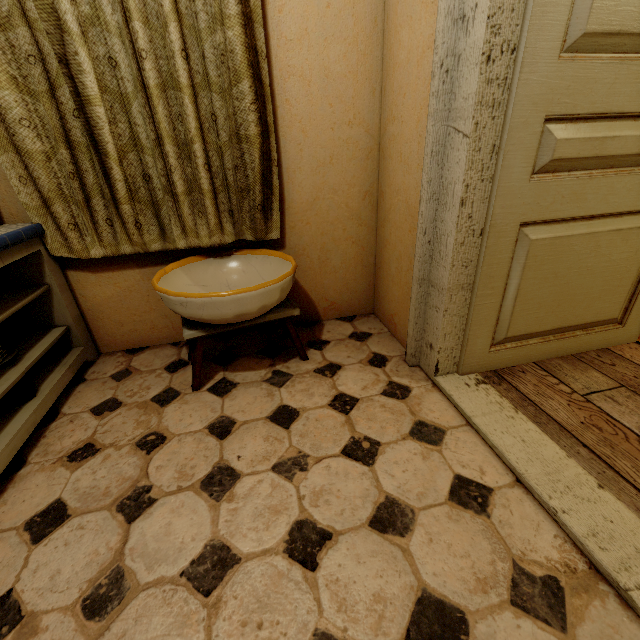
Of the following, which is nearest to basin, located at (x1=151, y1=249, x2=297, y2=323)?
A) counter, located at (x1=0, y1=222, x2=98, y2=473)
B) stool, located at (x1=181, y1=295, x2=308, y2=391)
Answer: stool, located at (x1=181, y1=295, x2=308, y2=391)

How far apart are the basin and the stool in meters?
0.0

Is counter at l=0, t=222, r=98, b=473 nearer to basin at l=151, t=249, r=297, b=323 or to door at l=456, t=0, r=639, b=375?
basin at l=151, t=249, r=297, b=323

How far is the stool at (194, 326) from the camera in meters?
1.5

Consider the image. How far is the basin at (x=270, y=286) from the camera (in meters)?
1.34

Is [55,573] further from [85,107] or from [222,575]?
[85,107]

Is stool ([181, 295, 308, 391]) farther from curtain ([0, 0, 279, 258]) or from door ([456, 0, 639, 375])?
door ([456, 0, 639, 375])

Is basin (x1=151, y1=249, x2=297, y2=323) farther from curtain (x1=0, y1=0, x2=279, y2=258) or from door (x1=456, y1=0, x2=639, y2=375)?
door (x1=456, y1=0, x2=639, y2=375)
